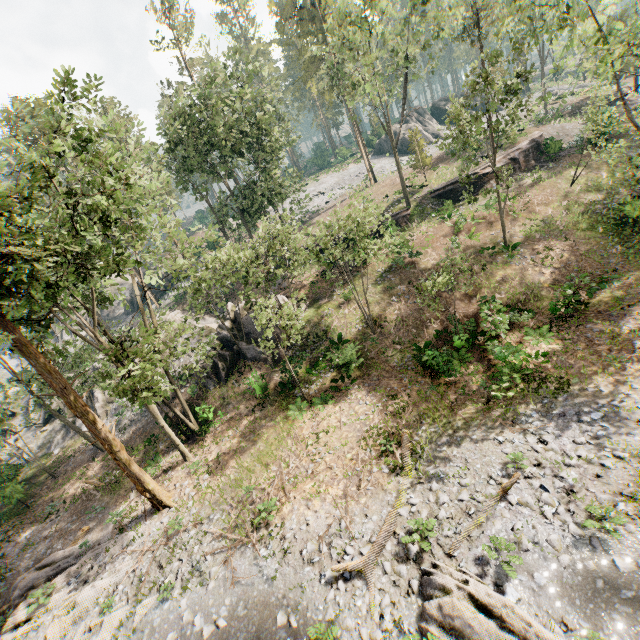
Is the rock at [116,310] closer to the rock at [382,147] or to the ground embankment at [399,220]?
the ground embankment at [399,220]

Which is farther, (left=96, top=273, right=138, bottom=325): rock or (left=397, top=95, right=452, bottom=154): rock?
(left=397, top=95, right=452, bottom=154): rock

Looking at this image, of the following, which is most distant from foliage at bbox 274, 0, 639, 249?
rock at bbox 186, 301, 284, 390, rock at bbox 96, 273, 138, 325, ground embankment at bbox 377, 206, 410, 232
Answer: rock at bbox 96, 273, 138, 325

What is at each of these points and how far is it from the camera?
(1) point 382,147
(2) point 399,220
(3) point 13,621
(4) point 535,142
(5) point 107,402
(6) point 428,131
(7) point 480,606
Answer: (1) rock, 56.0m
(2) ground embankment, 32.4m
(3) foliage, 14.9m
(4) ground embankment, 32.8m
(5) rock, 29.9m
(6) rock, 53.8m
(7) foliage, 9.0m

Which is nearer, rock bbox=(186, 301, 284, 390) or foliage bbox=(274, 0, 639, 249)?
foliage bbox=(274, 0, 639, 249)

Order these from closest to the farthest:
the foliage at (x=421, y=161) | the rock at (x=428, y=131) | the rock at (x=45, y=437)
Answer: the rock at (x=45, y=437), the foliage at (x=421, y=161), the rock at (x=428, y=131)

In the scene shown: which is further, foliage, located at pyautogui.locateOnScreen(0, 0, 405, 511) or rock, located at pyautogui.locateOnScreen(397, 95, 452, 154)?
rock, located at pyautogui.locateOnScreen(397, 95, 452, 154)

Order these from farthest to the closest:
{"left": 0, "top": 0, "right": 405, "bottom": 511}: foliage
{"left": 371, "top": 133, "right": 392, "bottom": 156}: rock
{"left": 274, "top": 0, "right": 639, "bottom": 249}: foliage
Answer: {"left": 371, "top": 133, "right": 392, "bottom": 156}: rock → {"left": 274, "top": 0, "right": 639, "bottom": 249}: foliage → {"left": 0, "top": 0, "right": 405, "bottom": 511}: foliage
